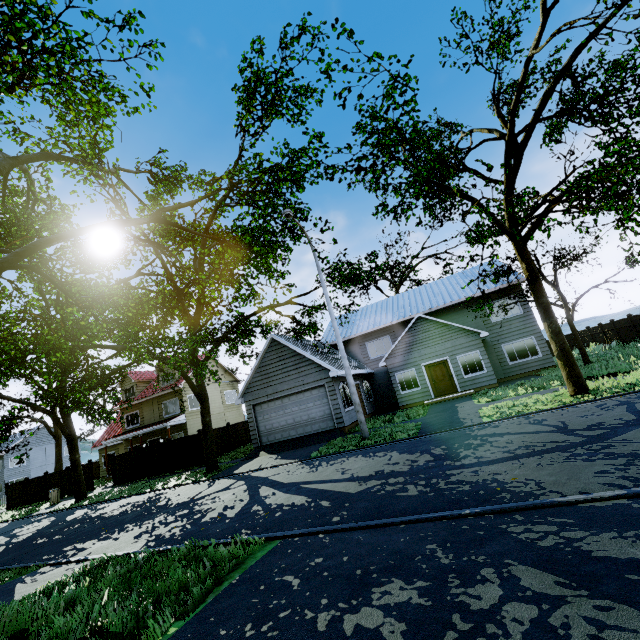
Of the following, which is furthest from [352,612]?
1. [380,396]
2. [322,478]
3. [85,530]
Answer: [380,396]

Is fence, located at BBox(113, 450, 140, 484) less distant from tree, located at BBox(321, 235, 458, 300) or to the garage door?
tree, located at BBox(321, 235, 458, 300)

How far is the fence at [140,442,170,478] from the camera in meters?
21.8 m

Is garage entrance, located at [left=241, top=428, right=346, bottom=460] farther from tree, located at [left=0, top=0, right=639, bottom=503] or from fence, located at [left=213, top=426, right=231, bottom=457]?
fence, located at [left=213, top=426, right=231, bottom=457]

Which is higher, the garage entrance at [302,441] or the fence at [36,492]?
the fence at [36,492]

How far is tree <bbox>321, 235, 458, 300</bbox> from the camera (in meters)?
18.55

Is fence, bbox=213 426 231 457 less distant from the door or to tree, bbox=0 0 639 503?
tree, bbox=0 0 639 503

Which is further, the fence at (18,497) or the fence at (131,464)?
the fence at (18,497)
